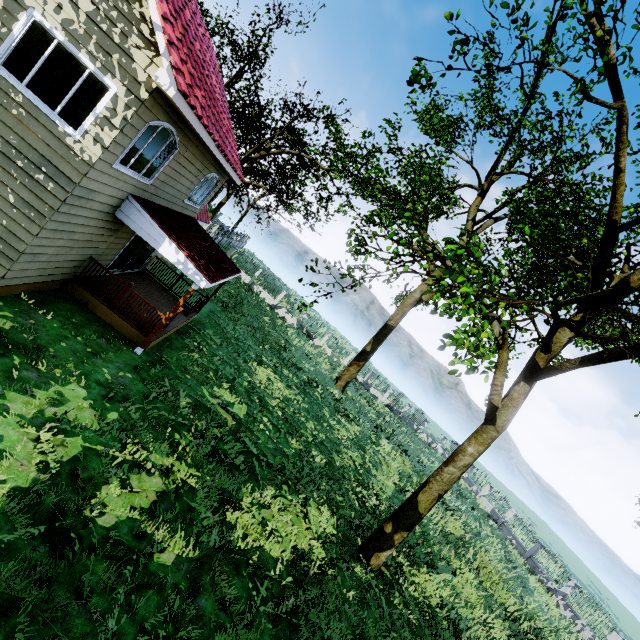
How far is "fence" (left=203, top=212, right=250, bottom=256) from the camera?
30.9m

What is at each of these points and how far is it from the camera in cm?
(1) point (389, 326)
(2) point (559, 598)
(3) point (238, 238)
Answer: (1) tree, 2478
(2) fence, 2302
(3) fence, 4978

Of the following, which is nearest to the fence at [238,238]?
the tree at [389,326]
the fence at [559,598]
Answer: the tree at [389,326]

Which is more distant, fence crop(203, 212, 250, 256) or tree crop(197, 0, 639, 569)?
fence crop(203, 212, 250, 256)

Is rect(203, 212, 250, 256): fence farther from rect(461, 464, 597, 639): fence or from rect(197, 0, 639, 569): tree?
rect(461, 464, 597, 639): fence

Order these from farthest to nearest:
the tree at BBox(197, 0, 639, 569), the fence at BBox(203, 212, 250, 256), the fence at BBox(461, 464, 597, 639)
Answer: the fence at BBox(203, 212, 250, 256) → the fence at BBox(461, 464, 597, 639) → the tree at BBox(197, 0, 639, 569)

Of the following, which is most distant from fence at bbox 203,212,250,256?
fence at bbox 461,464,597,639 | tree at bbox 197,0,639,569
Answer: fence at bbox 461,464,597,639

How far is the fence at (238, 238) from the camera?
30.9m
